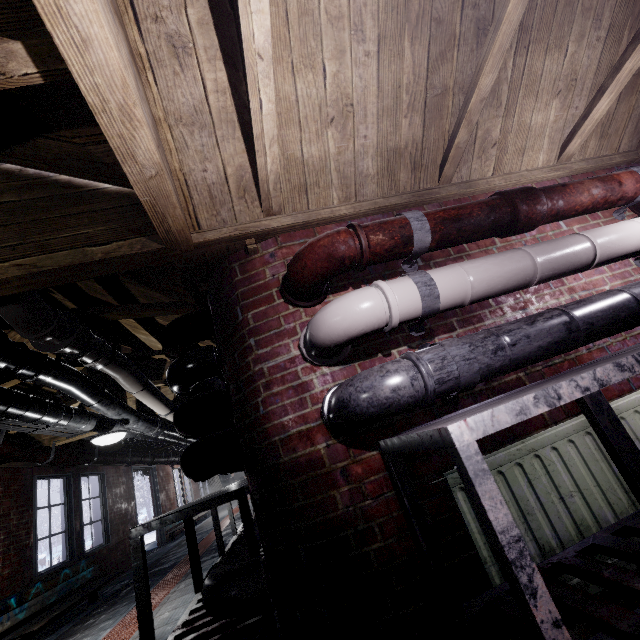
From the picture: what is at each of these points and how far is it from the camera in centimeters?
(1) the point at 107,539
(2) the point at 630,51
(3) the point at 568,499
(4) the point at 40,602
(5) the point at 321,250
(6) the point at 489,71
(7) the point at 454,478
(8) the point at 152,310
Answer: (1) window, 596cm
(2) beam, 163cm
(3) radiator, 131cm
(4) bench, 388cm
(5) pipe, 133cm
(6) beam, 144cm
(7) radiator, 129cm
(8) beam, 220cm

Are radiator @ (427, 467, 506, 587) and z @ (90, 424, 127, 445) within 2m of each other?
no

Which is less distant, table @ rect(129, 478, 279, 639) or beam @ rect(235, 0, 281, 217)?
beam @ rect(235, 0, 281, 217)

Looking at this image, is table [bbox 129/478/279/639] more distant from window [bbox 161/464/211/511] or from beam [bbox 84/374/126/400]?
window [bbox 161/464/211/511]

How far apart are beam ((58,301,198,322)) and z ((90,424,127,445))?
0.5 meters

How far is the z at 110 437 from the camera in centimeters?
334cm

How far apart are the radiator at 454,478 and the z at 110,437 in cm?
341
